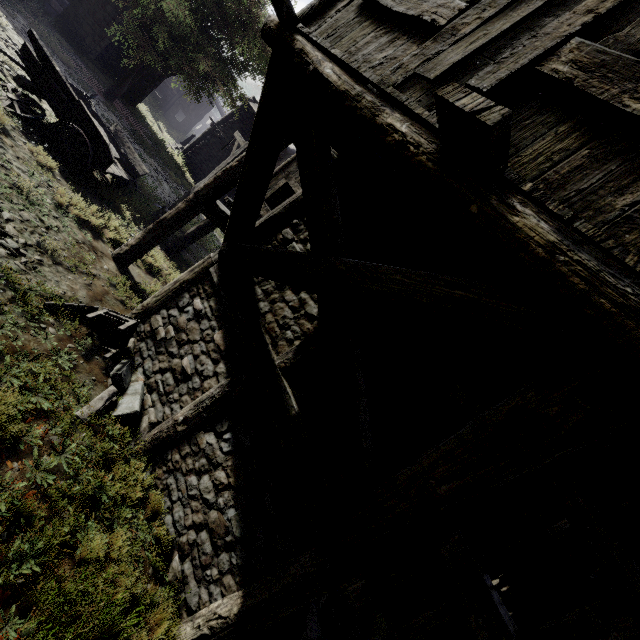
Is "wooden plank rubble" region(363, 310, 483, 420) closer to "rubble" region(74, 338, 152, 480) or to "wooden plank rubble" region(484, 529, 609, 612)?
"wooden plank rubble" region(484, 529, 609, 612)

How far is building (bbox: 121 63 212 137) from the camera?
20.5 meters

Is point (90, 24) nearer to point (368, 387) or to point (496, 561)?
point (368, 387)

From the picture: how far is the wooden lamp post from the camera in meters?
10.6

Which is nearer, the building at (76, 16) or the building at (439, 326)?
the building at (439, 326)

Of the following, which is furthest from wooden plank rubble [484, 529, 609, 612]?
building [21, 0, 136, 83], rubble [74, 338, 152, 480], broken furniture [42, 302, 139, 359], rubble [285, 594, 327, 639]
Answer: broken furniture [42, 302, 139, 359]

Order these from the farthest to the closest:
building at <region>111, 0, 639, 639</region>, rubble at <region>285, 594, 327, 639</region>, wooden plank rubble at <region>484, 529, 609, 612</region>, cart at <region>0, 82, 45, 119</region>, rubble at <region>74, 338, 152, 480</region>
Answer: cart at <region>0, 82, 45, 119</region>, rubble at <region>285, 594, 327, 639</region>, rubble at <region>74, 338, 152, 480</region>, wooden plank rubble at <region>484, 529, 609, 612</region>, building at <region>111, 0, 639, 639</region>

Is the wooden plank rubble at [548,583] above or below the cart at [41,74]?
above
